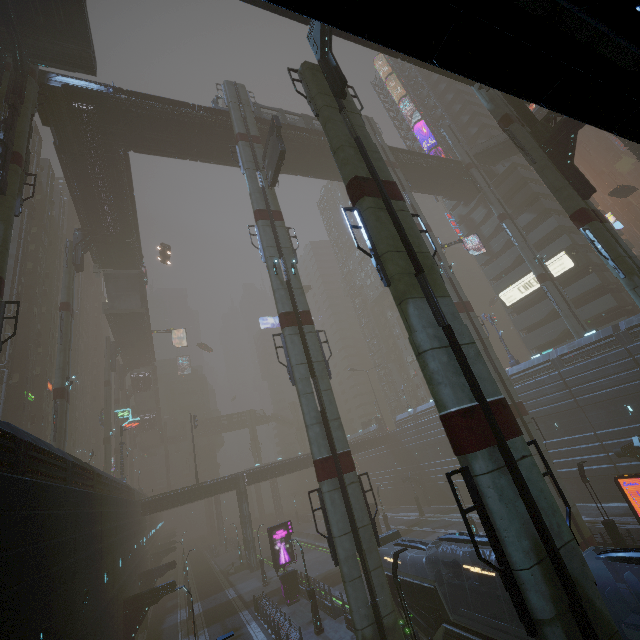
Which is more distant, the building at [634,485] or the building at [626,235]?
the building at [626,235]

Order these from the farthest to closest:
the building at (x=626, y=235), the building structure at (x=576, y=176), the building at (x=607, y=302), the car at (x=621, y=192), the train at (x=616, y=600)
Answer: the building at (x=626, y=235) → the car at (x=621, y=192) → the building at (x=607, y=302) → the building structure at (x=576, y=176) → the train at (x=616, y=600)

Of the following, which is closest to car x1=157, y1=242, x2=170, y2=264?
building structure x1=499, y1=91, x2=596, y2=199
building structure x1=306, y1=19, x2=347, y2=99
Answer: building structure x1=306, y1=19, x2=347, y2=99

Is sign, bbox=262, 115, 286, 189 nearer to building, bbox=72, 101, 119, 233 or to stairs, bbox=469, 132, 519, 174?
building, bbox=72, 101, 119, 233

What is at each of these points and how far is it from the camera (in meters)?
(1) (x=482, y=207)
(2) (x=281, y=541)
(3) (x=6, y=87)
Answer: (1) building, 50.94
(2) sign, 29.59
(3) sm, 21.33

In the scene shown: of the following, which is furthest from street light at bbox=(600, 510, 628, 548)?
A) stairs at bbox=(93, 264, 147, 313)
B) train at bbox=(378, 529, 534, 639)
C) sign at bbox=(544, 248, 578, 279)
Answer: stairs at bbox=(93, 264, 147, 313)

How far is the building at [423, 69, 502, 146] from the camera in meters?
50.7 m

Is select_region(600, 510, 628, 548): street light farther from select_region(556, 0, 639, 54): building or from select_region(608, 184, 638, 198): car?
select_region(608, 184, 638, 198): car
